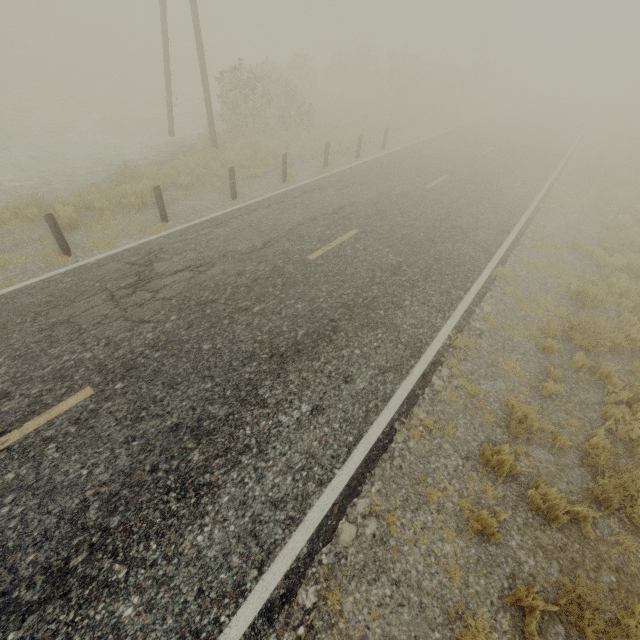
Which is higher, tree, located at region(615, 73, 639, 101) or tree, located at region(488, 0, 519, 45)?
tree, located at region(488, 0, 519, 45)

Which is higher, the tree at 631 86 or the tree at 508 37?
the tree at 508 37

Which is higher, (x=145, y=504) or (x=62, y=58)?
(x=145, y=504)

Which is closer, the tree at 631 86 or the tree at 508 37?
the tree at 508 37

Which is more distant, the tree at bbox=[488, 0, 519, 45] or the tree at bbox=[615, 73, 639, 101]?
the tree at bbox=[615, 73, 639, 101]
